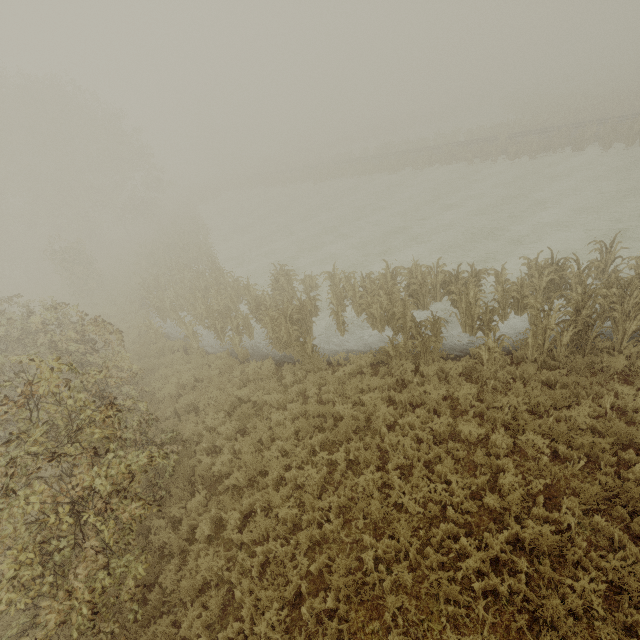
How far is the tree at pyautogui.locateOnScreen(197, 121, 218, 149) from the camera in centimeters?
5719cm

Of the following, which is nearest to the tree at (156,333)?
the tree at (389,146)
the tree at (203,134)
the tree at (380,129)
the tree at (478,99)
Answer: the tree at (389,146)

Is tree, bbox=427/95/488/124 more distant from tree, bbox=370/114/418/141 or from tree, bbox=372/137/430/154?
tree, bbox=372/137/430/154

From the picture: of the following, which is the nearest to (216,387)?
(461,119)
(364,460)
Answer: (364,460)

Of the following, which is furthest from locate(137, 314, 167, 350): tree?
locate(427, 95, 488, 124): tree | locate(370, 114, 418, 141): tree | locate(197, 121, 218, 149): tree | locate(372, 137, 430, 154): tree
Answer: locate(427, 95, 488, 124): tree

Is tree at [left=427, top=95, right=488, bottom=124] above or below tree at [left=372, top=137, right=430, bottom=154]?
above

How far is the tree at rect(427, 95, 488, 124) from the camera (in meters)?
53.75

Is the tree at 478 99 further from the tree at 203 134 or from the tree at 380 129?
the tree at 203 134
